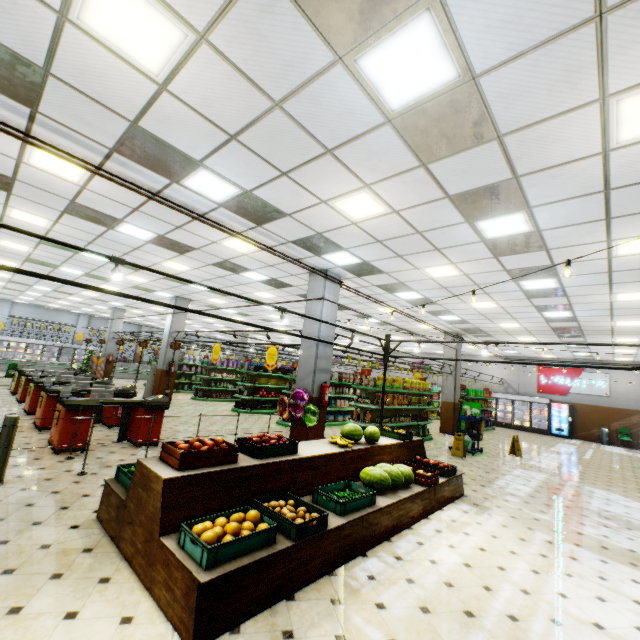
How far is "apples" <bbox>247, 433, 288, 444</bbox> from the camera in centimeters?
443cm

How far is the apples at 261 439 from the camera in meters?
4.4

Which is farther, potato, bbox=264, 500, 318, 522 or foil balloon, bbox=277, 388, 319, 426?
foil balloon, bbox=277, 388, 319, 426

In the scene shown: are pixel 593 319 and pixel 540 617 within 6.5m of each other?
no

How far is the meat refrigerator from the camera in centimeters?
2559cm

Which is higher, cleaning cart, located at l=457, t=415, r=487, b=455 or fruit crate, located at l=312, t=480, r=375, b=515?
cleaning cart, located at l=457, t=415, r=487, b=455

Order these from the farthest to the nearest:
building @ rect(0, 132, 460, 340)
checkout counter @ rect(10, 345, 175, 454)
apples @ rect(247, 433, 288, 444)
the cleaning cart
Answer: the cleaning cart → checkout counter @ rect(10, 345, 175, 454) → building @ rect(0, 132, 460, 340) → apples @ rect(247, 433, 288, 444)

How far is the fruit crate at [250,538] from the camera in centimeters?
271cm
